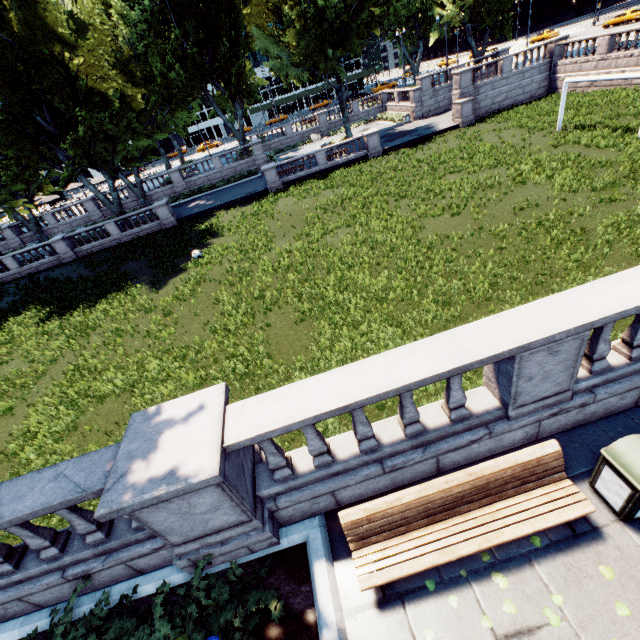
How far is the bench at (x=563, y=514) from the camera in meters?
3.8 m

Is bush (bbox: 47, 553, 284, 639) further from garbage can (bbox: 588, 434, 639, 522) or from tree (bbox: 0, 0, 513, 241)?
garbage can (bbox: 588, 434, 639, 522)

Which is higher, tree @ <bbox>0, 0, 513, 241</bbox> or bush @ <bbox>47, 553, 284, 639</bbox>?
tree @ <bbox>0, 0, 513, 241</bbox>

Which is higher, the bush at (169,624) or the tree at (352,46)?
the tree at (352,46)

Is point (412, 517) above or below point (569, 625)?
above

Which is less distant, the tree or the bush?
the bush

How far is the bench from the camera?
3.8m

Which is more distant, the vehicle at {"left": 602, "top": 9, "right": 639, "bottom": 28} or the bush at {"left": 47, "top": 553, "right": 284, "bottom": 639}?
the vehicle at {"left": 602, "top": 9, "right": 639, "bottom": 28}
